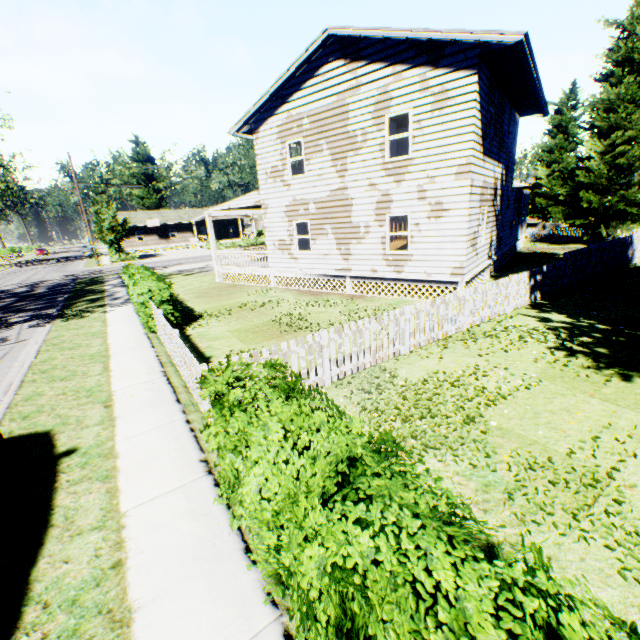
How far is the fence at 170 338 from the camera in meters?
5.8

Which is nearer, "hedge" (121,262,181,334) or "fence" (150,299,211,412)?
"fence" (150,299,211,412)

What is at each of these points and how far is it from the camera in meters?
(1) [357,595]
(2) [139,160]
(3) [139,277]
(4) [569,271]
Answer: (1) hedge, 1.5 m
(2) plant, 58.7 m
(3) hedge, 12.5 m
(4) fence, 12.8 m

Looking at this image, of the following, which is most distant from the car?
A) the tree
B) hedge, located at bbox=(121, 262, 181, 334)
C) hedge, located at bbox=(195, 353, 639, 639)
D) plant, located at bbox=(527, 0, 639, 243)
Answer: the tree

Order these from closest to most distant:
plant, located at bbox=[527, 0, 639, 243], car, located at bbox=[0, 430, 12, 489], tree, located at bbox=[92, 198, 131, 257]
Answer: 1. car, located at bbox=[0, 430, 12, 489]
2. plant, located at bbox=[527, 0, 639, 243]
3. tree, located at bbox=[92, 198, 131, 257]

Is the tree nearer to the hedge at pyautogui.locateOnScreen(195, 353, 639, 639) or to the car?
the car

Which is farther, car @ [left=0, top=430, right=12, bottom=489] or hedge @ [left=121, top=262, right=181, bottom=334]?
hedge @ [left=121, top=262, right=181, bottom=334]

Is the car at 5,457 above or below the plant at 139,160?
below
